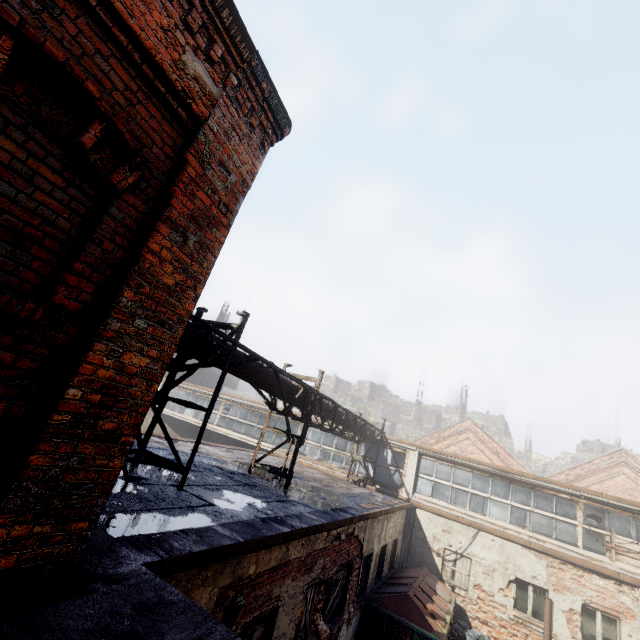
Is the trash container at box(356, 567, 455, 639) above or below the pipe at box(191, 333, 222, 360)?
below

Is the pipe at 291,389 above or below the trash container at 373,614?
above

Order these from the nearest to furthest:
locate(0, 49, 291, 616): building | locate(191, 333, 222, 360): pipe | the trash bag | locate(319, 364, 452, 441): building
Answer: locate(0, 49, 291, 616): building → locate(191, 333, 222, 360): pipe → the trash bag → locate(319, 364, 452, 441): building

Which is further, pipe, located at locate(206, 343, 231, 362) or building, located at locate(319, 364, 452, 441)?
building, located at locate(319, 364, 452, 441)

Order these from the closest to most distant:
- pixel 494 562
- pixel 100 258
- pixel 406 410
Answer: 1. pixel 100 258
2. pixel 494 562
3. pixel 406 410

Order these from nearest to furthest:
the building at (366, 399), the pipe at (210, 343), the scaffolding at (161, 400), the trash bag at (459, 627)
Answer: the scaffolding at (161, 400), the pipe at (210, 343), the trash bag at (459, 627), the building at (366, 399)

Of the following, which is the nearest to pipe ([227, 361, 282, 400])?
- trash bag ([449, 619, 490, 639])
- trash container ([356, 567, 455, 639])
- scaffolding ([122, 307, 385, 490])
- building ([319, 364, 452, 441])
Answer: scaffolding ([122, 307, 385, 490])
